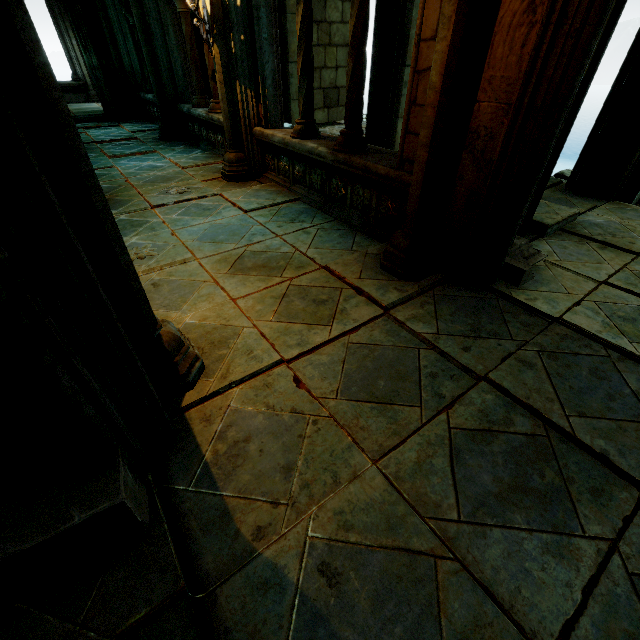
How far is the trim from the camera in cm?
289

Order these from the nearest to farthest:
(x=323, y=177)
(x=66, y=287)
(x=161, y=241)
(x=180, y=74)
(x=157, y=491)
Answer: (x=66, y=287), (x=157, y=491), (x=161, y=241), (x=323, y=177), (x=180, y=74)

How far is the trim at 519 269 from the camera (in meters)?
2.89

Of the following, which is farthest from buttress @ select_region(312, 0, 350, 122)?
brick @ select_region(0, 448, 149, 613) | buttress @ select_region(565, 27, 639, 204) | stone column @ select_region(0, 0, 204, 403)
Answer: brick @ select_region(0, 448, 149, 613)

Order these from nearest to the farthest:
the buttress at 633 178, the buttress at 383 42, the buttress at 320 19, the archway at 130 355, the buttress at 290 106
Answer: the archway at 130 355 < the buttress at 633 178 < the buttress at 383 42 < the buttress at 290 106 < the buttress at 320 19

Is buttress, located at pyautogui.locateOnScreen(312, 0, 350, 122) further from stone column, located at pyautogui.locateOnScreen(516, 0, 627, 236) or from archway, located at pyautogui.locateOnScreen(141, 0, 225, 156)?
stone column, located at pyautogui.locateOnScreen(516, 0, 627, 236)

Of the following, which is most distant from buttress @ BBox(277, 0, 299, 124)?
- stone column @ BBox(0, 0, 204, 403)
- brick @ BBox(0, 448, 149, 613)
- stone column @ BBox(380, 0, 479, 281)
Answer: brick @ BBox(0, 448, 149, 613)

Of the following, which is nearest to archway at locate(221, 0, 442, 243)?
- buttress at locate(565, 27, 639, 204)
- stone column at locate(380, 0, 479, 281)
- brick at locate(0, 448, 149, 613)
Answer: stone column at locate(380, 0, 479, 281)
